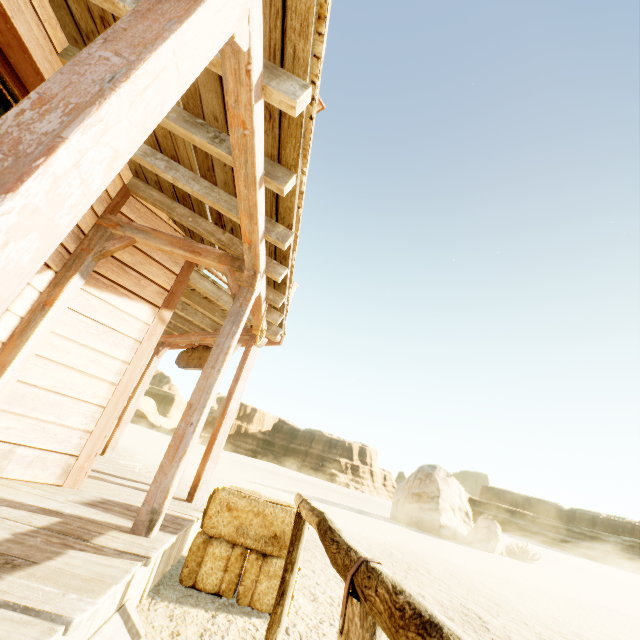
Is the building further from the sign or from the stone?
the stone

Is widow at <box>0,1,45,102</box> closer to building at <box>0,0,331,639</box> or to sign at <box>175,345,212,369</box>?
building at <box>0,0,331,639</box>

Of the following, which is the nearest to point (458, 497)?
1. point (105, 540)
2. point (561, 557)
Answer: point (105, 540)

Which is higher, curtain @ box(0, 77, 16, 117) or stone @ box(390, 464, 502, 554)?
curtain @ box(0, 77, 16, 117)

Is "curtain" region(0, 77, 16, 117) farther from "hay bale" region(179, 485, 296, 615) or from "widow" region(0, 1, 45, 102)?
"hay bale" region(179, 485, 296, 615)

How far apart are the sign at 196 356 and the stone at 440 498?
17.5 meters

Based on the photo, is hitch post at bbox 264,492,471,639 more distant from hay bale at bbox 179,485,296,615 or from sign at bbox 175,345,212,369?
sign at bbox 175,345,212,369

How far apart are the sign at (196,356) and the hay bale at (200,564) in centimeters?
294cm
